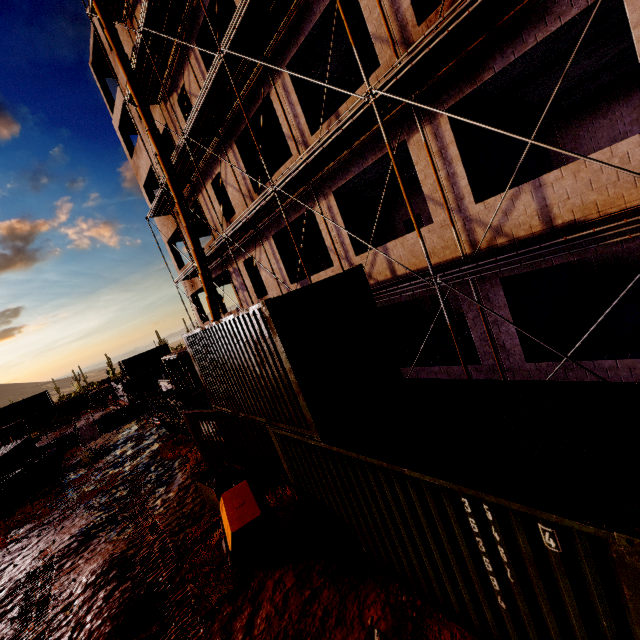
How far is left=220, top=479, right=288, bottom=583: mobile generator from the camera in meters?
6.2 m

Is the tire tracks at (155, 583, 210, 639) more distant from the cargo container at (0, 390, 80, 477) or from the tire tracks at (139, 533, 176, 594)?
the cargo container at (0, 390, 80, 477)

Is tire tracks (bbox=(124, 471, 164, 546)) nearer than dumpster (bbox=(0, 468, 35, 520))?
Yes

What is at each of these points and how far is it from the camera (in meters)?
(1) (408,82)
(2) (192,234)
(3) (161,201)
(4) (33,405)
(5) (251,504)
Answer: (1) scaffolding, 6.61
(2) waste chute, 13.09
(3) scaffolding, 17.28
(4) cargo container, 46.47
(5) mobile generator, 6.86

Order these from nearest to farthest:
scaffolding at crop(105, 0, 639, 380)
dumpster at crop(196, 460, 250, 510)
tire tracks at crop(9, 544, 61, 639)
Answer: scaffolding at crop(105, 0, 639, 380)
tire tracks at crop(9, 544, 61, 639)
dumpster at crop(196, 460, 250, 510)

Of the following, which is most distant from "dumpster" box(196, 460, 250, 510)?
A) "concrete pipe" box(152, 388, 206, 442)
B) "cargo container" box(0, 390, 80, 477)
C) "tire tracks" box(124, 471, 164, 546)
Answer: "cargo container" box(0, 390, 80, 477)

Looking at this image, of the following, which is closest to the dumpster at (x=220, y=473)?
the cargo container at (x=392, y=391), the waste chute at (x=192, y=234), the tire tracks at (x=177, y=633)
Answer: the cargo container at (x=392, y=391)

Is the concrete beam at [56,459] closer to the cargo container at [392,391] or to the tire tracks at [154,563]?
the tire tracks at [154,563]
